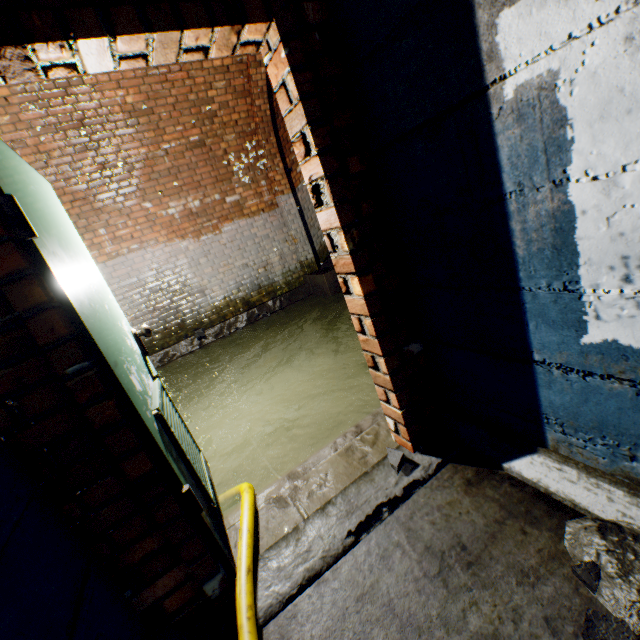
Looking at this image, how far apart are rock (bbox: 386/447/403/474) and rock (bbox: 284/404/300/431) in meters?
1.4 m

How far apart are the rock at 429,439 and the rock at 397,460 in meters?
0.1

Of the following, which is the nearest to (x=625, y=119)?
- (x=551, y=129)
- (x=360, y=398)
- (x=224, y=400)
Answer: (x=551, y=129)

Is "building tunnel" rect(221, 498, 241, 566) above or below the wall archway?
below

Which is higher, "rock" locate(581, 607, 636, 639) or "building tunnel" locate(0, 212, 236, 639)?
"building tunnel" locate(0, 212, 236, 639)

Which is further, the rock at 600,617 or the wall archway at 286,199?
the wall archway at 286,199

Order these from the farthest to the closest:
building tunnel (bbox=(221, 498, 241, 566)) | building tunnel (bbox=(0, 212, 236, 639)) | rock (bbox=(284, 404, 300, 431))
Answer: rock (bbox=(284, 404, 300, 431)) < building tunnel (bbox=(221, 498, 241, 566)) < building tunnel (bbox=(0, 212, 236, 639))

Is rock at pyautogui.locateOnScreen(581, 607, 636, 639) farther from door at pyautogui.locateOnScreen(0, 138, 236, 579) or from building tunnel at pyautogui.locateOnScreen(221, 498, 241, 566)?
door at pyautogui.locateOnScreen(0, 138, 236, 579)
